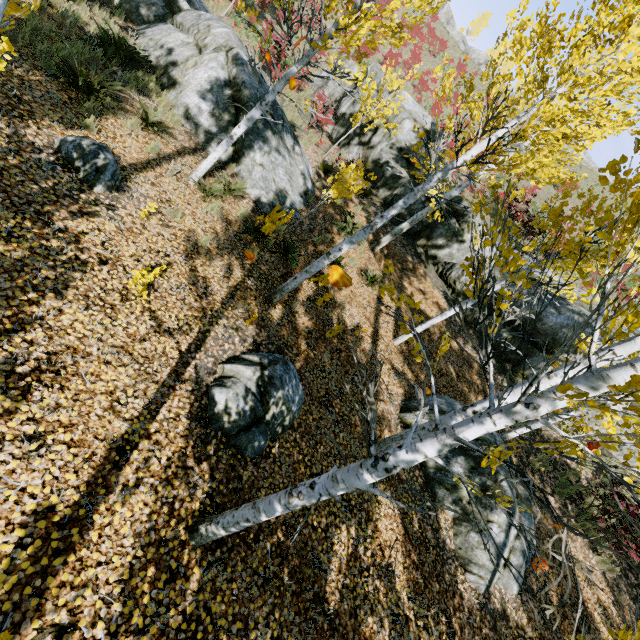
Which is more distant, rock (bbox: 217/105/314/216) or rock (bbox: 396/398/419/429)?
rock (bbox: 217/105/314/216)

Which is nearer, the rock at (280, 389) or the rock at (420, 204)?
the rock at (280, 389)

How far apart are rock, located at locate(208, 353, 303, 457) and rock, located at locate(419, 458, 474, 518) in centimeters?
331cm

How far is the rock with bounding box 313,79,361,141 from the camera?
16.75m

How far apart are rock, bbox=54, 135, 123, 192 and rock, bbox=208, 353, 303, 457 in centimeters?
349cm

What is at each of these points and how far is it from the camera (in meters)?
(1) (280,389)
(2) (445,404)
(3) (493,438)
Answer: (1) rock, 5.15
(2) rock, 8.03
(3) rock, 7.57

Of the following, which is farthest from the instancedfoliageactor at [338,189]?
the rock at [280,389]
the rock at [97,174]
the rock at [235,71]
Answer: the rock at [97,174]
